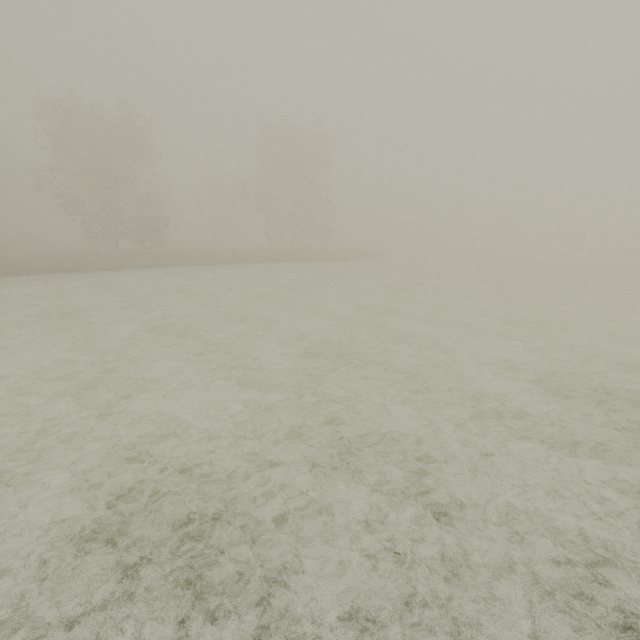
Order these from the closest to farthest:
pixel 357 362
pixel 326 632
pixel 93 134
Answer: pixel 326 632 → pixel 357 362 → pixel 93 134
